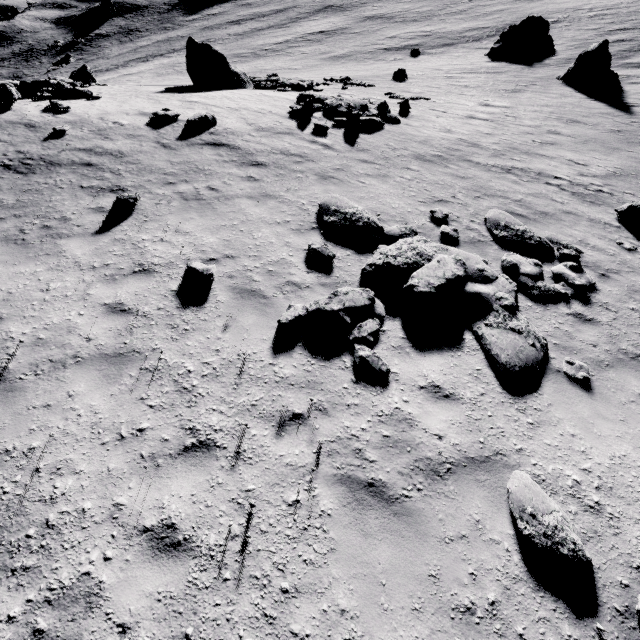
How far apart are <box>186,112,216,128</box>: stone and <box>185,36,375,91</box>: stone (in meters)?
8.72

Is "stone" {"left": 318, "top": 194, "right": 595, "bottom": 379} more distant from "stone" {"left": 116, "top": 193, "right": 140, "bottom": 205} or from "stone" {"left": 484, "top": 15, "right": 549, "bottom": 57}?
"stone" {"left": 484, "top": 15, "right": 549, "bottom": 57}

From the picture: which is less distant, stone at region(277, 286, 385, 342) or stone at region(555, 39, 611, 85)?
stone at region(277, 286, 385, 342)

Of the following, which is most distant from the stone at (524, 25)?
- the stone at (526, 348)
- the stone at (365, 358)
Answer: the stone at (365, 358)

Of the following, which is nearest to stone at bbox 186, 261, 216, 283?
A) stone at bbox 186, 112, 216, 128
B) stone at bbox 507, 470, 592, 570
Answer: stone at bbox 507, 470, 592, 570

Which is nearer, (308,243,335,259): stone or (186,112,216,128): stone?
(308,243,335,259): stone

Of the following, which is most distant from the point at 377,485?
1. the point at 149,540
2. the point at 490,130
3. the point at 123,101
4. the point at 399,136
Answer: the point at 123,101

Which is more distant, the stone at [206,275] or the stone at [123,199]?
the stone at [123,199]
